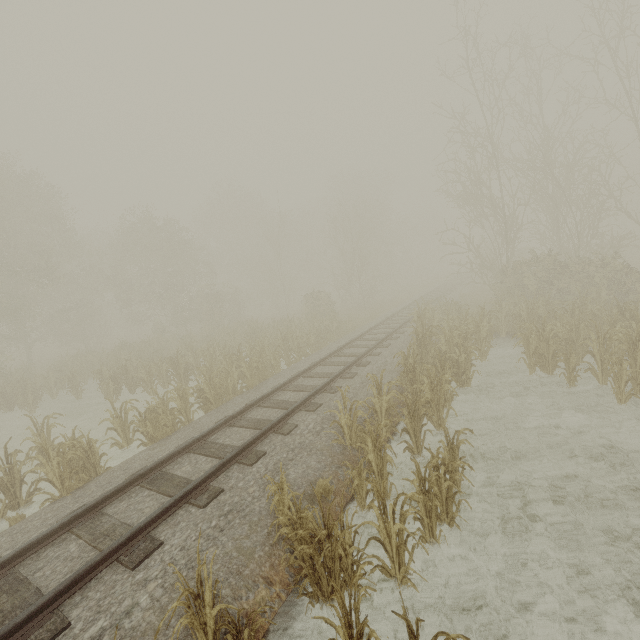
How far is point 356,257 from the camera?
27.84m
